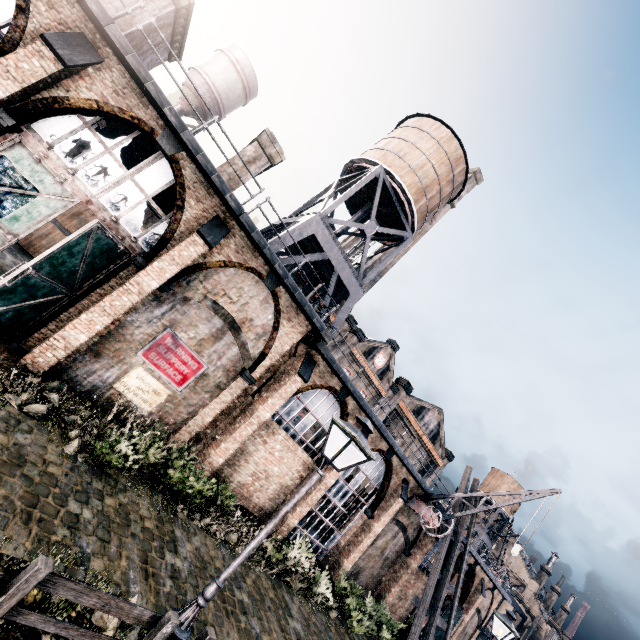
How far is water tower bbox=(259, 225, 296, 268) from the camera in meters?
17.0

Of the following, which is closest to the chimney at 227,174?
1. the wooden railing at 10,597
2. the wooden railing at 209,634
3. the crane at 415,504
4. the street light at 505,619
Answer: the wooden railing at 10,597

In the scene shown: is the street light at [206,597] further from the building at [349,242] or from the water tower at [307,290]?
the building at [349,242]

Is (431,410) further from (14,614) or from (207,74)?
(207,74)

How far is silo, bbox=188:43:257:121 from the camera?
31.2m

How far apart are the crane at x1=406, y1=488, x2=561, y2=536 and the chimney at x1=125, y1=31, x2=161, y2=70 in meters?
28.7 m

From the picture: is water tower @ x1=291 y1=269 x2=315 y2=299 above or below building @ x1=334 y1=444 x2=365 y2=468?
above

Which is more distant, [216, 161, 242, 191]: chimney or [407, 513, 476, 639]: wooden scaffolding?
[407, 513, 476, 639]: wooden scaffolding
